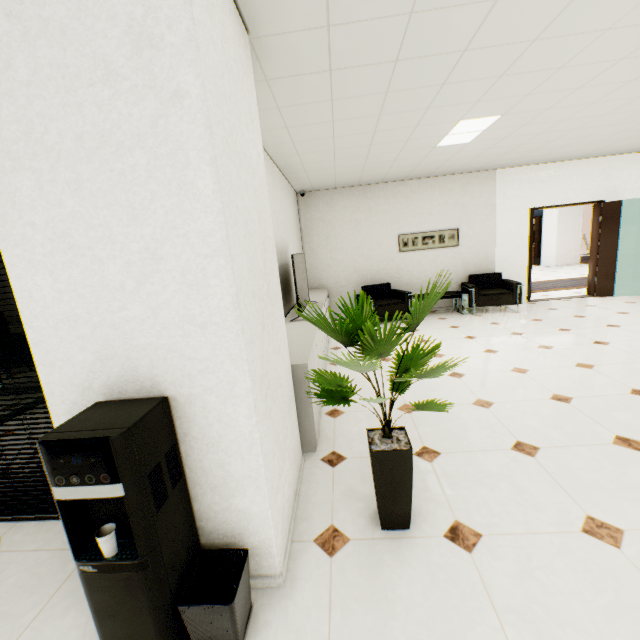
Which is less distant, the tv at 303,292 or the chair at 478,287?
the tv at 303,292

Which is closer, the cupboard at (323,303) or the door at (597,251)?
the cupboard at (323,303)

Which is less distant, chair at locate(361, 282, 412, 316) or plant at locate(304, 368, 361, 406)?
plant at locate(304, 368, 361, 406)

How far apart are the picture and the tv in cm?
293

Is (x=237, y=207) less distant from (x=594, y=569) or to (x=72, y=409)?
(x=72, y=409)

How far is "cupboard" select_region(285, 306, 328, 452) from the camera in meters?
2.6 m

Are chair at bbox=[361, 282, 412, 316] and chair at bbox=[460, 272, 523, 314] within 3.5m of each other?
yes

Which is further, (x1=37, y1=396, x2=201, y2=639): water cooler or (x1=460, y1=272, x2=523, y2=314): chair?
(x1=460, y1=272, x2=523, y2=314): chair
